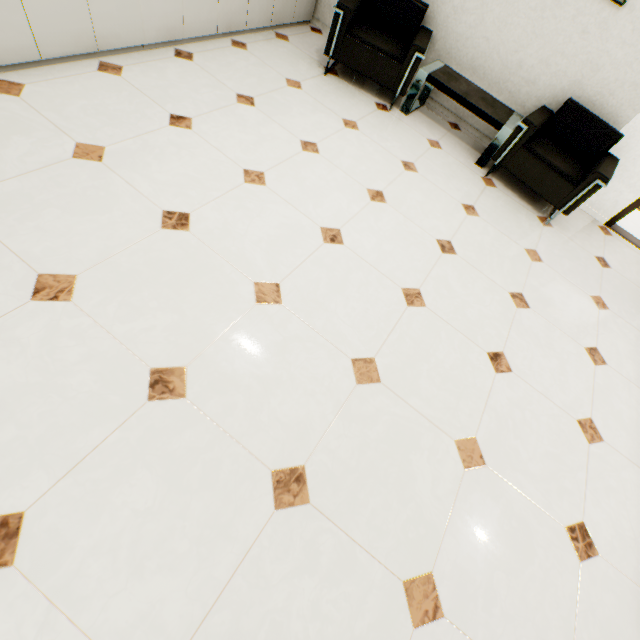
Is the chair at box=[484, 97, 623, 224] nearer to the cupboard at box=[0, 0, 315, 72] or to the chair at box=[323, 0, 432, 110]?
the chair at box=[323, 0, 432, 110]

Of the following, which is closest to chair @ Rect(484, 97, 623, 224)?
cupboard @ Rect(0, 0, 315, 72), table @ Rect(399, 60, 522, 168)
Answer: table @ Rect(399, 60, 522, 168)

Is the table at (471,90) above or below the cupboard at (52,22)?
above

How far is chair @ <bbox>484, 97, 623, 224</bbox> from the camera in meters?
3.2 m

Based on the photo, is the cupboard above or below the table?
below

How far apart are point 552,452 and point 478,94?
3.7m

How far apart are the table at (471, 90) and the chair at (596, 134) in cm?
10

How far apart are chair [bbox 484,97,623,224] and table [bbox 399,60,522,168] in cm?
10
